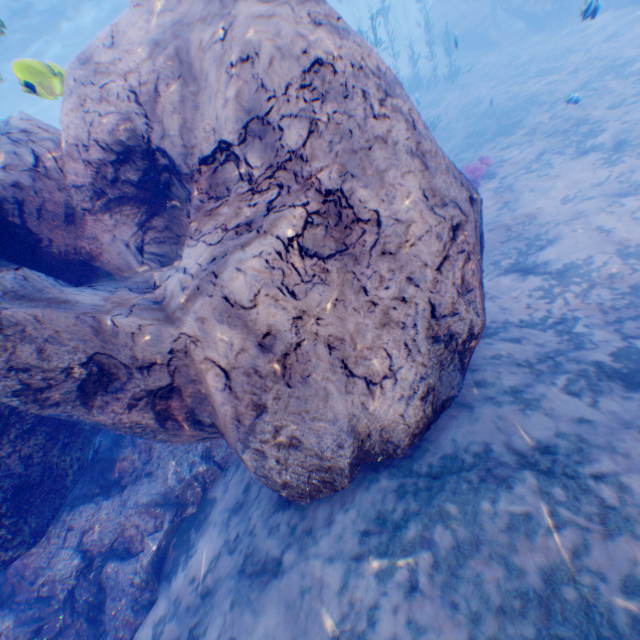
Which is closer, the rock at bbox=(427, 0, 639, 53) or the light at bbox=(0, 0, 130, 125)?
the light at bbox=(0, 0, 130, 125)

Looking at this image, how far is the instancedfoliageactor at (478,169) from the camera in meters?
10.2

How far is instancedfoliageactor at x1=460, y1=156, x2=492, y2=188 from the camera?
10.2m

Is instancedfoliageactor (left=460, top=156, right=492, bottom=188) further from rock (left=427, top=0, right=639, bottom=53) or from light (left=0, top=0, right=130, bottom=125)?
light (left=0, top=0, right=130, bottom=125)

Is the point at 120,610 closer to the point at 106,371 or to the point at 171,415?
the point at 171,415

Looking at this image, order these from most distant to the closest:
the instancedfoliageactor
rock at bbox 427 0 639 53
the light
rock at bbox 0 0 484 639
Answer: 1. rock at bbox 427 0 639 53
2. the instancedfoliageactor
3. the light
4. rock at bbox 0 0 484 639

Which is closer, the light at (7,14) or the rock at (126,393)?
the rock at (126,393)

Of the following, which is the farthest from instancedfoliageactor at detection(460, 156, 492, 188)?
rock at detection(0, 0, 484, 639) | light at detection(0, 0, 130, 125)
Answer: light at detection(0, 0, 130, 125)
